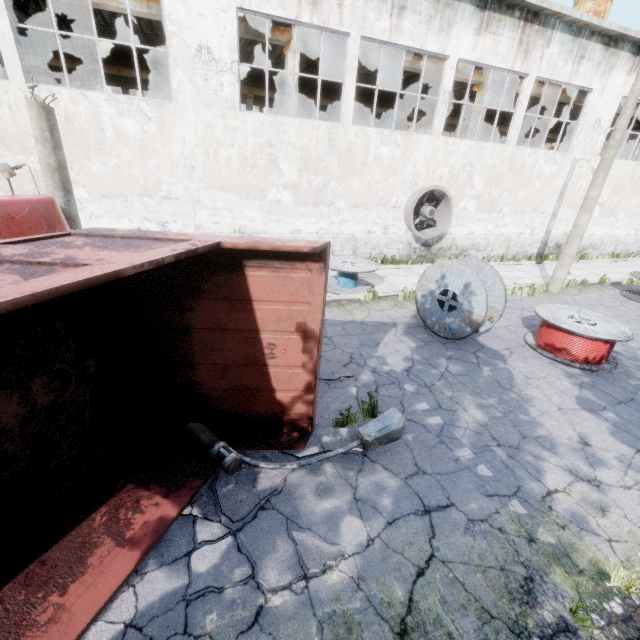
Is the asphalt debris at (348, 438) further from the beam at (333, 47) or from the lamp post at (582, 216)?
A: the beam at (333, 47)

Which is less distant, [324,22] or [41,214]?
[41,214]

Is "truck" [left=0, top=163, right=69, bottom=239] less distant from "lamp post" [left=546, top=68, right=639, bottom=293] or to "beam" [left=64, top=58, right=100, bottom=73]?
"lamp post" [left=546, top=68, right=639, bottom=293]

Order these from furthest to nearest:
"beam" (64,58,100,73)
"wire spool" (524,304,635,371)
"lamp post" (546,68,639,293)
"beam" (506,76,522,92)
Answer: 1. "beam" (64,58,100,73)
2. "beam" (506,76,522,92)
3. "lamp post" (546,68,639,293)
4. "wire spool" (524,304,635,371)

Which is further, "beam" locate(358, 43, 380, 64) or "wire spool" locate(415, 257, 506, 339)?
"beam" locate(358, 43, 380, 64)

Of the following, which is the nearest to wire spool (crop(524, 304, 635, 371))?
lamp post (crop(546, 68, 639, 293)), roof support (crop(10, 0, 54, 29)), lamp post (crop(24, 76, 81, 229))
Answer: lamp post (crop(546, 68, 639, 293))

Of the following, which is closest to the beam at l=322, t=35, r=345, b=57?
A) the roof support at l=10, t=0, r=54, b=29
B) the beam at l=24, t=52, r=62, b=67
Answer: the roof support at l=10, t=0, r=54, b=29

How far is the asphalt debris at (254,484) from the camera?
3.9 meters
